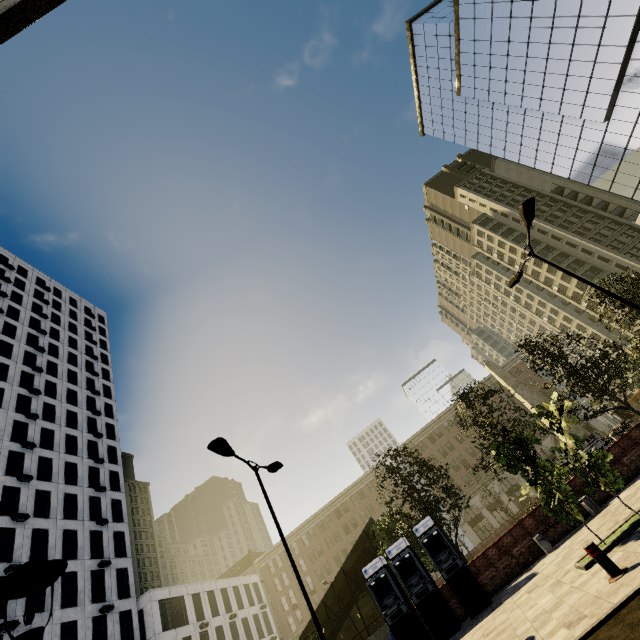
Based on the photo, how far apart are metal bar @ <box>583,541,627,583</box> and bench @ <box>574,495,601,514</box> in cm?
786

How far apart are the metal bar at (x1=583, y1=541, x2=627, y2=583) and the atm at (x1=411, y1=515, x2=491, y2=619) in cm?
787

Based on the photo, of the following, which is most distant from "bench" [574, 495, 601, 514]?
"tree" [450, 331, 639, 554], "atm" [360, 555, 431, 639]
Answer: "atm" [360, 555, 431, 639]

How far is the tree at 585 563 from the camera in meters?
7.4 m

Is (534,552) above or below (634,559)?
above

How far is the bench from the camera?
12.36m

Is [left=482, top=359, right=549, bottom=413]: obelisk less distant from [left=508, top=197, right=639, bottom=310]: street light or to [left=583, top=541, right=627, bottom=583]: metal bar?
[left=508, top=197, right=639, bottom=310]: street light

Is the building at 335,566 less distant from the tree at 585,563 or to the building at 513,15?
the tree at 585,563
